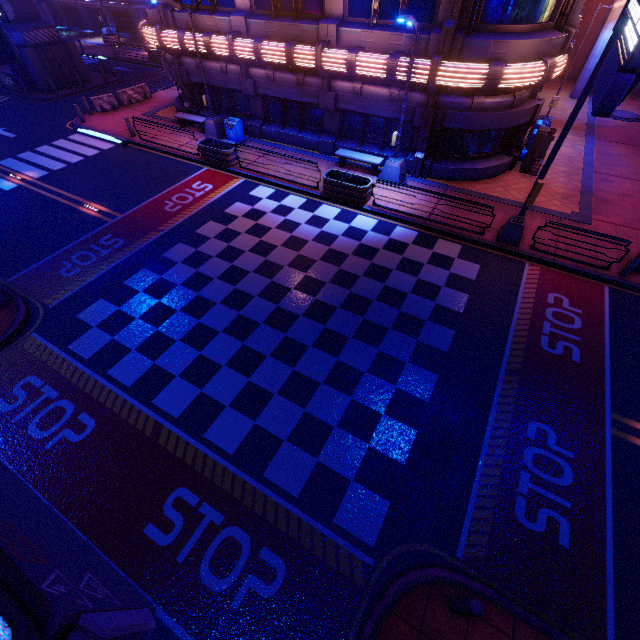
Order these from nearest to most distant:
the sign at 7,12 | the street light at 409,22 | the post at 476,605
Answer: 1. the post at 476,605
2. the sign at 7,12
3. the street light at 409,22

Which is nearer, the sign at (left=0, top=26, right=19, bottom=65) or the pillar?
the sign at (left=0, top=26, right=19, bottom=65)

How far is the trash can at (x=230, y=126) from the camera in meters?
18.4 m

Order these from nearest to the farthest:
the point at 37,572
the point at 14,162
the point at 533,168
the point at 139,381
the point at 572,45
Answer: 1. the point at 37,572
2. the point at 139,381
3. the point at 572,45
4. the point at 533,168
5. the point at 14,162

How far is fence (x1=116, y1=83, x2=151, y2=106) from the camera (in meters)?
23.19

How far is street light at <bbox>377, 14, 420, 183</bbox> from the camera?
11.1 meters

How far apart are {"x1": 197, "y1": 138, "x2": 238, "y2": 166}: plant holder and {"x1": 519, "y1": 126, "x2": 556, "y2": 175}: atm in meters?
14.6 m

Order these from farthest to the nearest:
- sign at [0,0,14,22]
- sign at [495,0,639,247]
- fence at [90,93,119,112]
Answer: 1. fence at [90,93,119,112]
2. sign at [0,0,14,22]
3. sign at [495,0,639,247]
